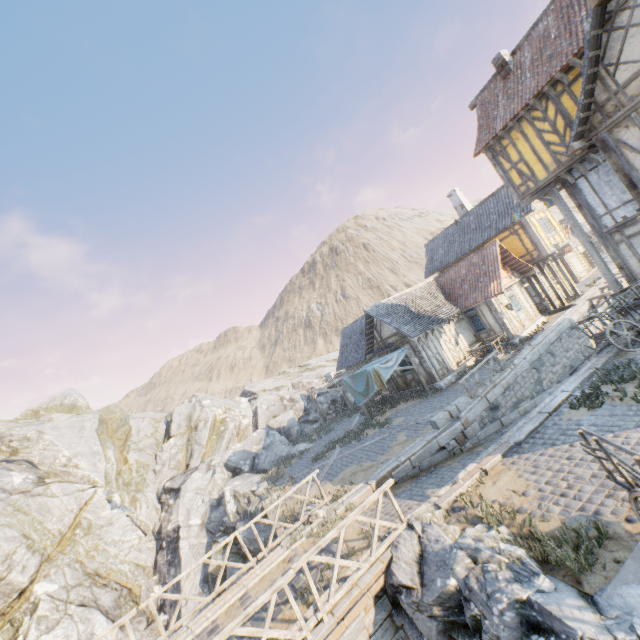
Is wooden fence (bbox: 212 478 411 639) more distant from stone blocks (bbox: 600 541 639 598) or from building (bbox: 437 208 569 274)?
building (bbox: 437 208 569 274)

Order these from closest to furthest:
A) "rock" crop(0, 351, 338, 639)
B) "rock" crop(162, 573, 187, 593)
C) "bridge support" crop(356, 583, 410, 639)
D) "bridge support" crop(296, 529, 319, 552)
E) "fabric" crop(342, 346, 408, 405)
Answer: "bridge support" crop(356, 583, 410, 639)
"bridge support" crop(296, 529, 319, 552)
"rock" crop(0, 351, 338, 639)
"rock" crop(162, 573, 187, 593)
"fabric" crop(342, 346, 408, 405)

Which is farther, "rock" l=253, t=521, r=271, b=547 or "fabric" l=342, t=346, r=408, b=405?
"fabric" l=342, t=346, r=408, b=405

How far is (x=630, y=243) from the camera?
12.5m

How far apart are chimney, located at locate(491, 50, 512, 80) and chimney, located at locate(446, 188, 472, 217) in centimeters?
1244cm

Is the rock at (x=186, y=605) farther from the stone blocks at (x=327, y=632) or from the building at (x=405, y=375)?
the building at (x=405, y=375)

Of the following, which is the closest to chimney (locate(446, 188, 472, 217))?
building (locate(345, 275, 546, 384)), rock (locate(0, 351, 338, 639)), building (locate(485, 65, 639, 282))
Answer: building (locate(345, 275, 546, 384))

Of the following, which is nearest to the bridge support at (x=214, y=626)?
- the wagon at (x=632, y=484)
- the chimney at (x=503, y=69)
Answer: the wagon at (x=632, y=484)
